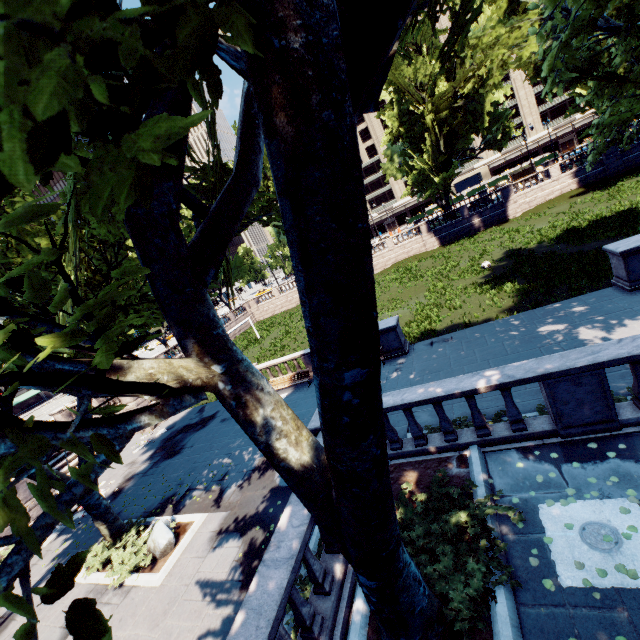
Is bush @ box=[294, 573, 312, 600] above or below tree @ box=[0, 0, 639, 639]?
below

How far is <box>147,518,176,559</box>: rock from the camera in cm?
1076

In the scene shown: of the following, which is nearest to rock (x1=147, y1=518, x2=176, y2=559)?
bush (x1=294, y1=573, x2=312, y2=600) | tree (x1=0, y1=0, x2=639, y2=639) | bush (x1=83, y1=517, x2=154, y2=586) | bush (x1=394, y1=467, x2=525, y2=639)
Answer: bush (x1=83, y1=517, x2=154, y2=586)

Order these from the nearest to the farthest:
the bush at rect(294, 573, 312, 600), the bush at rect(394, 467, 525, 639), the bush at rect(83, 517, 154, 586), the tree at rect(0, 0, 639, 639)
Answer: the tree at rect(0, 0, 639, 639)
the bush at rect(394, 467, 525, 639)
the bush at rect(294, 573, 312, 600)
the bush at rect(83, 517, 154, 586)

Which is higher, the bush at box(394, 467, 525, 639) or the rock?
the bush at box(394, 467, 525, 639)

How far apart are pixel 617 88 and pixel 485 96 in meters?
22.2 m

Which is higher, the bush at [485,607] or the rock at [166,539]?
the bush at [485,607]

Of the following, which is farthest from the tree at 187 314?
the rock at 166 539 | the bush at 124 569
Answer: the rock at 166 539
